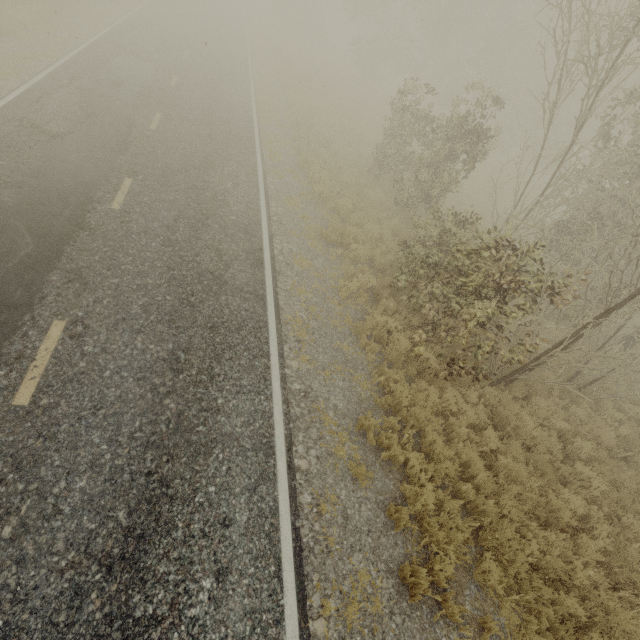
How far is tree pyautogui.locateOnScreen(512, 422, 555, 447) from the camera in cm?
738

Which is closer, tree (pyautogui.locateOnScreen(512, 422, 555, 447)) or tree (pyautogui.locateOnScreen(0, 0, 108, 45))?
tree (pyautogui.locateOnScreen(512, 422, 555, 447))

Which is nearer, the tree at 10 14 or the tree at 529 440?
the tree at 529 440

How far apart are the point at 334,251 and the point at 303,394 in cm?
540

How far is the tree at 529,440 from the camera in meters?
7.4
